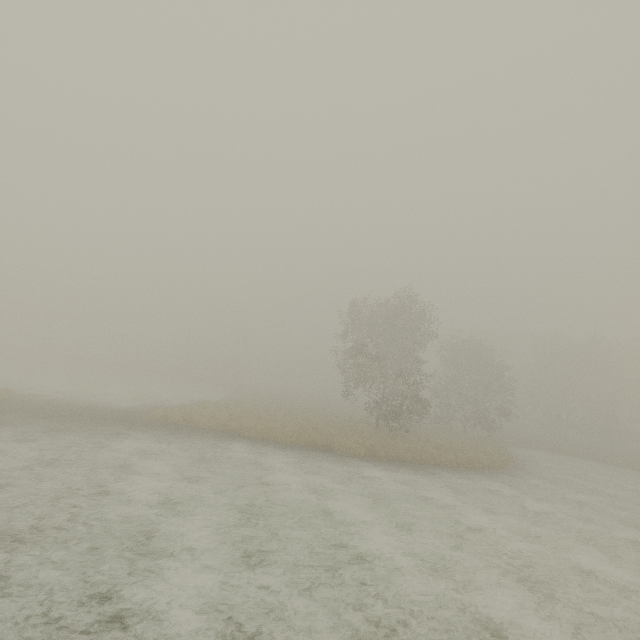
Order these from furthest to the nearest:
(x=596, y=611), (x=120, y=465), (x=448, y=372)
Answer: (x=448, y=372) < (x=120, y=465) < (x=596, y=611)
